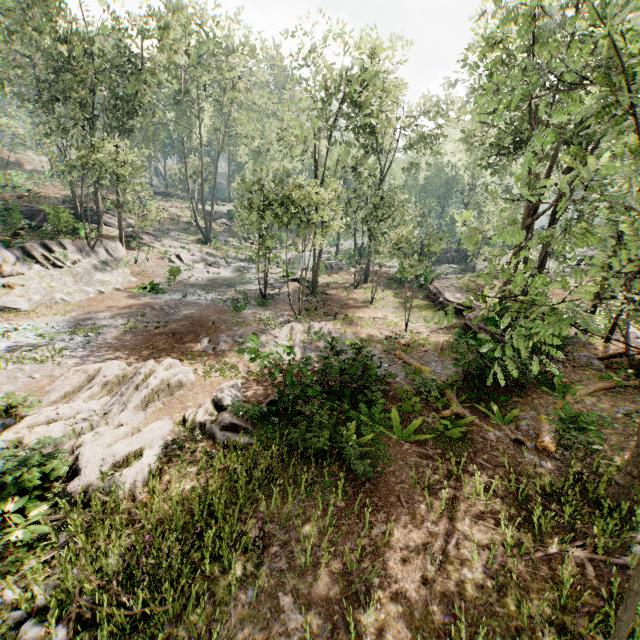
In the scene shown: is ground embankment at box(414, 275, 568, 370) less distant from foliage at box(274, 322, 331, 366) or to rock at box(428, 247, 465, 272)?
foliage at box(274, 322, 331, 366)

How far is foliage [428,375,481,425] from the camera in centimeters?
1088cm

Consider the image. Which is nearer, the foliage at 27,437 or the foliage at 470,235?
the foliage at 470,235

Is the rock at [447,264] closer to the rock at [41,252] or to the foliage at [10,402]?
the foliage at [10,402]

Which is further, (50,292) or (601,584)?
(50,292)

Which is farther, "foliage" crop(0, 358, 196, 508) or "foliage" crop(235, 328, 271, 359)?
"foliage" crop(235, 328, 271, 359)

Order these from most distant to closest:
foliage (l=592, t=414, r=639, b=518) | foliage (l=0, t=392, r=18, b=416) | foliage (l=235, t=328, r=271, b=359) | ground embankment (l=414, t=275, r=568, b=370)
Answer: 1. ground embankment (l=414, t=275, r=568, b=370)
2. foliage (l=235, t=328, r=271, b=359)
3. foliage (l=0, t=392, r=18, b=416)
4. foliage (l=592, t=414, r=639, b=518)

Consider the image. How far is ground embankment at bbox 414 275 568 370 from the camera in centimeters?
1377cm
